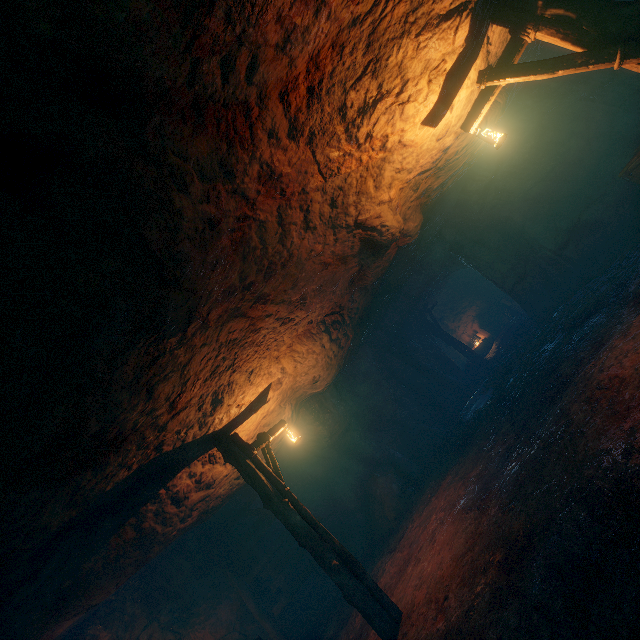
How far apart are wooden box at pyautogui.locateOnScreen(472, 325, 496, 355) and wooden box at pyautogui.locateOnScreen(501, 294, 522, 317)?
1.57m

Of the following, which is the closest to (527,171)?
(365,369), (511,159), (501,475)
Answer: (511,159)

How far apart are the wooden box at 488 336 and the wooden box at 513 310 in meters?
1.6 m

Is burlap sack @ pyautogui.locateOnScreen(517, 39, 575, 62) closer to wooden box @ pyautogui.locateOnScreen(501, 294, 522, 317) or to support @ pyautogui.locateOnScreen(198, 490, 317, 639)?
support @ pyautogui.locateOnScreen(198, 490, 317, 639)

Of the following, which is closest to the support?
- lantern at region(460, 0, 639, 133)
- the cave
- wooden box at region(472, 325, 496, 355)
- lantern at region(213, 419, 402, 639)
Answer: lantern at region(213, 419, 402, 639)

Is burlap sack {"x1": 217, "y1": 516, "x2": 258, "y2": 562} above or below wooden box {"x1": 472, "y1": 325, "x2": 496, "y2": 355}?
above

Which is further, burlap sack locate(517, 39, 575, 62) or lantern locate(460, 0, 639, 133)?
burlap sack locate(517, 39, 575, 62)

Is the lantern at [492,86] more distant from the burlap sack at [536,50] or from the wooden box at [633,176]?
the wooden box at [633,176]
